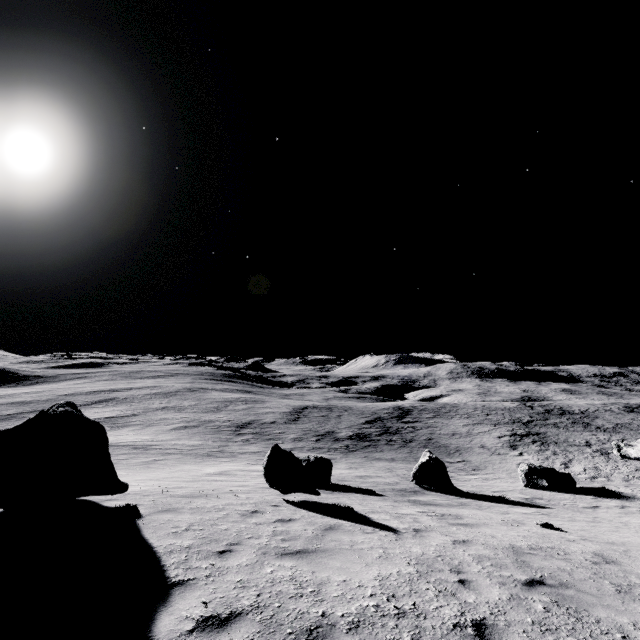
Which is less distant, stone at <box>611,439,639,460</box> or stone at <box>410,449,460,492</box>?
stone at <box>410,449,460,492</box>

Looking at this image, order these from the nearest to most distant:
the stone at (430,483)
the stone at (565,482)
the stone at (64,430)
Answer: the stone at (64,430)
the stone at (430,483)
the stone at (565,482)

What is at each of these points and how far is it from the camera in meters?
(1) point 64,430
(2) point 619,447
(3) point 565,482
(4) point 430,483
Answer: (1) stone, 7.7
(2) stone, 33.9
(3) stone, 20.4
(4) stone, 18.0

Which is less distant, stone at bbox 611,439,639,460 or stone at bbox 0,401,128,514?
stone at bbox 0,401,128,514

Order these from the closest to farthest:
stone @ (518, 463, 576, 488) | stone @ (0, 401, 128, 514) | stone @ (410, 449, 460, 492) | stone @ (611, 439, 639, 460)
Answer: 1. stone @ (0, 401, 128, 514)
2. stone @ (410, 449, 460, 492)
3. stone @ (518, 463, 576, 488)
4. stone @ (611, 439, 639, 460)

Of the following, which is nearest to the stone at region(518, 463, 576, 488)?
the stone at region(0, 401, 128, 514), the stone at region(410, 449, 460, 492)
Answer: the stone at region(410, 449, 460, 492)

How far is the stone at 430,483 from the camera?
17.9 meters

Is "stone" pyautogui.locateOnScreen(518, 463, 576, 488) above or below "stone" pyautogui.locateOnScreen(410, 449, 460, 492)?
below
